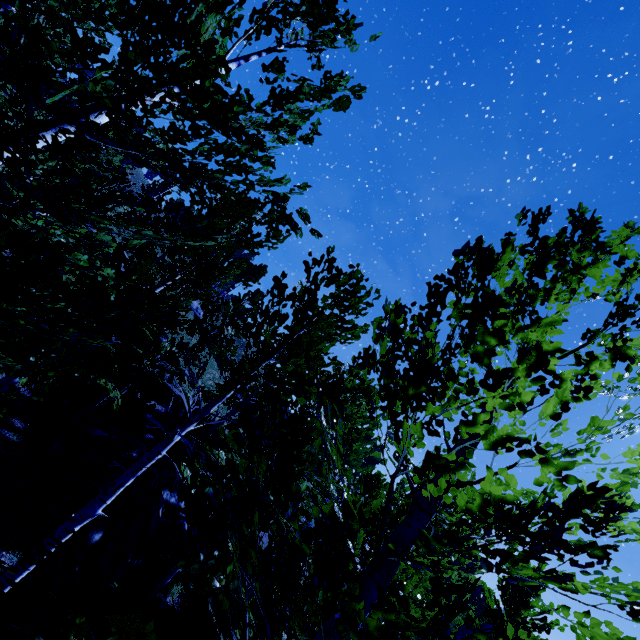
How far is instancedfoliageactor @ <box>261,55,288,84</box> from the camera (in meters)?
2.65

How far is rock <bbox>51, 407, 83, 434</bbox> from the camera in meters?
9.8

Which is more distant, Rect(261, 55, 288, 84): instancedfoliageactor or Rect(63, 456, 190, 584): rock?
Rect(63, 456, 190, 584): rock

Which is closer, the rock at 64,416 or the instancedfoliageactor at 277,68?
the instancedfoliageactor at 277,68

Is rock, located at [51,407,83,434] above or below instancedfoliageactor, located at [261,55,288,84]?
below

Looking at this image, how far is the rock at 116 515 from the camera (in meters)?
8.09

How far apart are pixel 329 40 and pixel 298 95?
0.6 meters

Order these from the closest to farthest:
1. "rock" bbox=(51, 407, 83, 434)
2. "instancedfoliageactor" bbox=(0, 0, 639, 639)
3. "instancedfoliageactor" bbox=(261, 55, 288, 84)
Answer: "instancedfoliageactor" bbox=(0, 0, 639, 639) < "instancedfoliageactor" bbox=(261, 55, 288, 84) < "rock" bbox=(51, 407, 83, 434)
